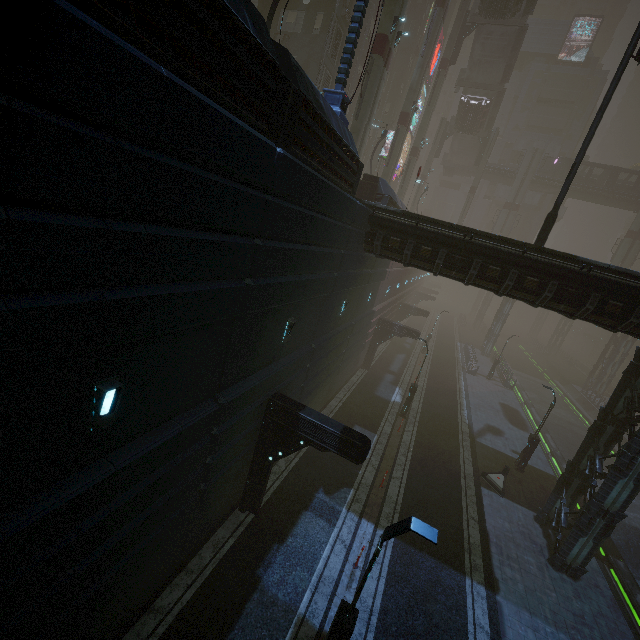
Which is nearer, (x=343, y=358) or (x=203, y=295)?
(x=203, y=295)

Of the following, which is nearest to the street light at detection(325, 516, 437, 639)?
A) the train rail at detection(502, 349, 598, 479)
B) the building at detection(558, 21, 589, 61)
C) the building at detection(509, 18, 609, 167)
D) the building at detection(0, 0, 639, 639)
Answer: the building at detection(0, 0, 639, 639)

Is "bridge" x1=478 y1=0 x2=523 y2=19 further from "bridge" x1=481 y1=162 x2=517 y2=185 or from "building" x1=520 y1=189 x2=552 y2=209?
"bridge" x1=481 y1=162 x2=517 y2=185

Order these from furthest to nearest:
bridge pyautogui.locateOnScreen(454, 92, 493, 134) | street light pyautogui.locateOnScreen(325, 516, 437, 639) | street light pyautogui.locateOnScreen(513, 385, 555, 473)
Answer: bridge pyautogui.locateOnScreen(454, 92, 493, 134) < street light pyautogui.locateOnScreen(513, 385, 555, 473) < street light pyautogui.locateOnScreen(325, 516, 437, 639)

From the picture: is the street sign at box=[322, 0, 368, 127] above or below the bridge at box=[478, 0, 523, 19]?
below

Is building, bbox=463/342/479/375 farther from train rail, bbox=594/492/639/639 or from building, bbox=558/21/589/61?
building, bbox=558/21/589/61

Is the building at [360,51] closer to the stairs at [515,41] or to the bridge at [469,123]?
the stairs at [515,41]

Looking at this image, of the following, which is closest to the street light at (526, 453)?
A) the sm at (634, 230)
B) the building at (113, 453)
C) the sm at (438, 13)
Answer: the building at (113, 453)
